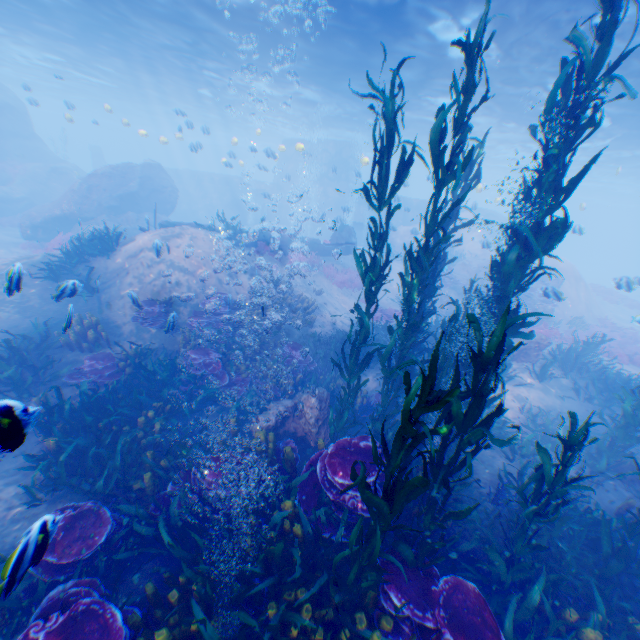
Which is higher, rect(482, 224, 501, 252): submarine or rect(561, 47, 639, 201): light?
rect(561, 47, 639, 201): light

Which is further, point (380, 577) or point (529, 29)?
point (529, 29)

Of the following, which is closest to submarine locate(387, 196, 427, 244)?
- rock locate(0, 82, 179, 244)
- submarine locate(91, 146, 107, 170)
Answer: rock locate(0, 82, 179, 244)

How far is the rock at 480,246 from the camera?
20.6 meters

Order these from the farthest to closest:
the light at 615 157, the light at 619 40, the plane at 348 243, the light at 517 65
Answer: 1. the plane at 348 243
2. the light at 615 157
3. the light at 517 65
4. the light at 619 40

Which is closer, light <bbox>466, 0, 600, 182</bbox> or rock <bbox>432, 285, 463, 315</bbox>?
light <bbox>466, 0, 600, 182</bbox>

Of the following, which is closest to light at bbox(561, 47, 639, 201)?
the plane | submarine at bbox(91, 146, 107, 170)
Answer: the plane
